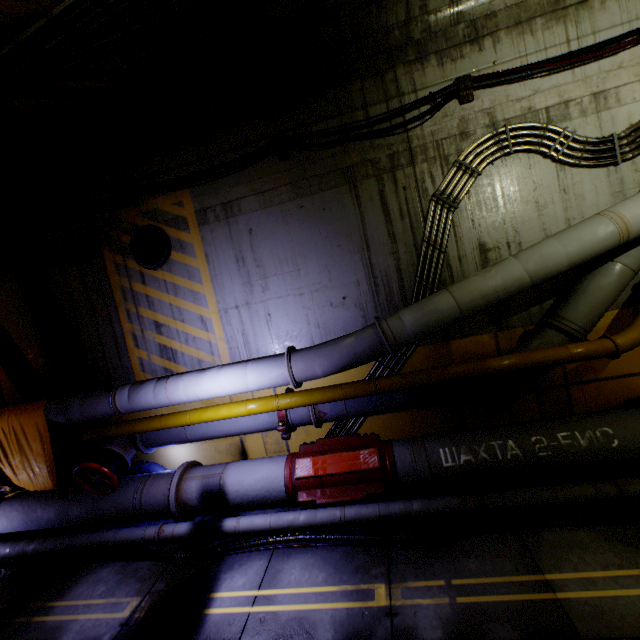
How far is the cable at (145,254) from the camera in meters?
6.0

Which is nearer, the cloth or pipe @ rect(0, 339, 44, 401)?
the cloth

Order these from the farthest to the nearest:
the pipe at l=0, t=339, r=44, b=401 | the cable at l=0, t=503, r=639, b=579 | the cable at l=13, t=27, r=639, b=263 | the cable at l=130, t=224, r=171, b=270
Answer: the pipe at l=0, t=339, r=44, b=401
the cable at l=130, t=224, r=171, b=270
the cable at l=13, t=27, r=639, b=263
the cable at l=0, t=503, r=639, b=579

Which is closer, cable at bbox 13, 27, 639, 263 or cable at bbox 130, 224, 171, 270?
cable at bbox 13, 27, 639, 263

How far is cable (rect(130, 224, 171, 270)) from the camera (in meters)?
5.99

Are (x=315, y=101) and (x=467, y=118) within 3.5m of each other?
yes

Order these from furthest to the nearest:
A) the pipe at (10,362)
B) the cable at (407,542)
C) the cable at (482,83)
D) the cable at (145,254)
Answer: the pipe at (10,362) → the cable at (145,254) → the cable at (482,83) → the cable at (407,542)

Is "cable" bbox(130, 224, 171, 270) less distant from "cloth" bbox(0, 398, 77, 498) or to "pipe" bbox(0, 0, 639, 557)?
"pipe" bbox(0, 0, 639, 557)
